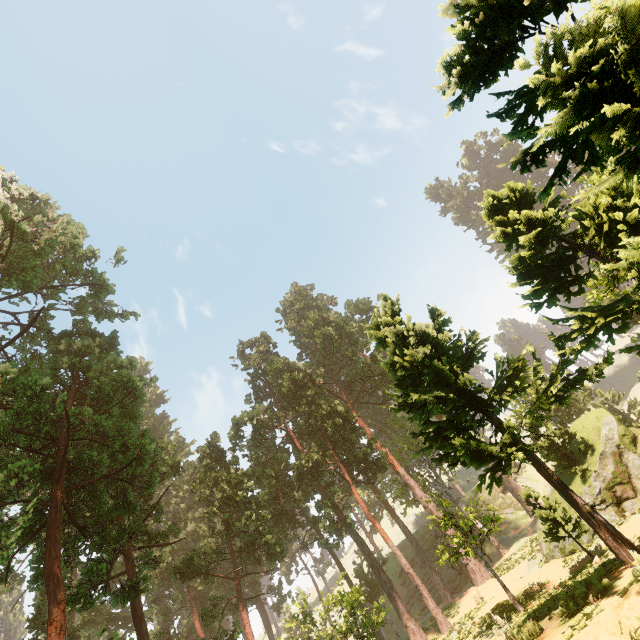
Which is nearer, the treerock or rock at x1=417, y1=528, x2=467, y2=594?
the treerock

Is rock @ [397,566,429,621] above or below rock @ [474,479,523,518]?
below

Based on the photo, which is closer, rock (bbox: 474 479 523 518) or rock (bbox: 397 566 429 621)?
rock (bbox: 397 566 429 621)

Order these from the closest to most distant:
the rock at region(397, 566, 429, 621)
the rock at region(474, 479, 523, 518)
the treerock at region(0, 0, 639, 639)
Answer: the treerock at region(0, 0, 639, 639), the rock at region(397, 566, 429, 621), the rock at region(474, 479, 523, 518)

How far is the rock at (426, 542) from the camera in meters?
39.1 m

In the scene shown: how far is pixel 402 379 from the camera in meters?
12.4 m
